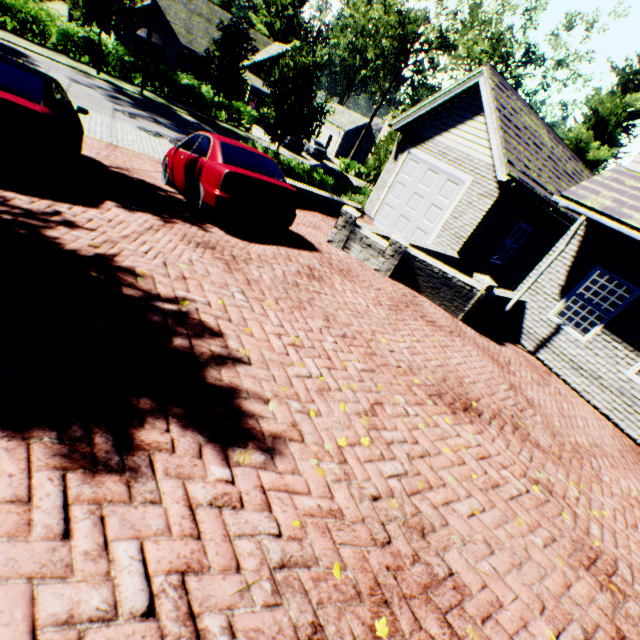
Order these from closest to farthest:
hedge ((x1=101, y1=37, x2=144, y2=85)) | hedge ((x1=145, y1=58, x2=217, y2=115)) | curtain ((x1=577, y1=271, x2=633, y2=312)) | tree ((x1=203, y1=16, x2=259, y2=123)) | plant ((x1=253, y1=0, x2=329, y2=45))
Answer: curtain ((x1=577, y1=271, x2=633, y2=312)) → tree ((x1=203, y1=16, x2=259, y2=123)) → hedge ((x1=101, y1=37, x2=144, y2=85)) → hedge ((x1=145, y1=58, x2=217, y2=115)) → plant ((x1=253, y1=0, x2=329, y2=45))

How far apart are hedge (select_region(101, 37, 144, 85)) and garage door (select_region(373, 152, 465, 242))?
21.0m

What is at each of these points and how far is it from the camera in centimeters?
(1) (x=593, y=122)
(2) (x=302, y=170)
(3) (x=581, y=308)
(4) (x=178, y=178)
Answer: (1) tree, 1967cm
(2) hedge, 1525cm
(3) curtain, 809cm
(4) car, 756cm

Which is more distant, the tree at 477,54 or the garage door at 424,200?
the tree at 477,54

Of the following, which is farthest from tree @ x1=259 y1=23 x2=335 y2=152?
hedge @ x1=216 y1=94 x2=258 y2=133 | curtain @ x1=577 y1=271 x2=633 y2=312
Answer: curtain @ x1=577 y1=271 x2=633 y2=312

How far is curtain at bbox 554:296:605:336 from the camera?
7.9m

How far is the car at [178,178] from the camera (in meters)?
5.95

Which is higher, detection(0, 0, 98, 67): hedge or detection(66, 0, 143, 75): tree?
detection(66, 0, 143, 75): tree
